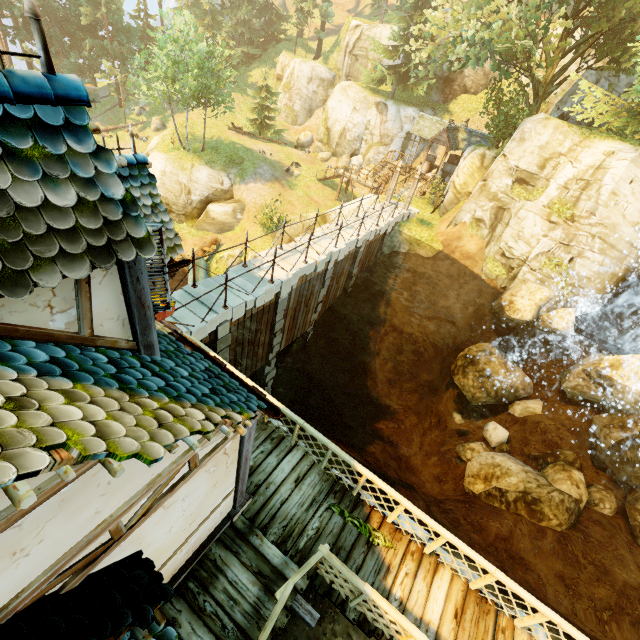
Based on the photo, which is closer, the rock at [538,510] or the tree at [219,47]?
the rock at [538,510]

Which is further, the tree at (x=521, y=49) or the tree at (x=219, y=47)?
the tree at (x=219, y=47)

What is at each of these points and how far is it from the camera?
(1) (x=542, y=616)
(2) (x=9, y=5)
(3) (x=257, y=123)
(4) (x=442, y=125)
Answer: (1) fence, 5.26m
(2) tree, 32.69m
(3) tree, 34.34m
(4) building, 28.53m

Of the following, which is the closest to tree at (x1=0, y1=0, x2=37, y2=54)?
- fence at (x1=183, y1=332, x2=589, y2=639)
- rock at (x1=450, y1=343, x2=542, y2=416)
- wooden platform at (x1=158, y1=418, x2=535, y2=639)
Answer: fence at (x1=183, y1=332, x2=589, y2=639)

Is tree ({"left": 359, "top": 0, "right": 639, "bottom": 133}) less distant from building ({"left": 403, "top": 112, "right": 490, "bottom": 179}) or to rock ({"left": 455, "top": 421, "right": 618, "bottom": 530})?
building ({"left": 403, "top": 112, "right": 490, "bottom": 179})

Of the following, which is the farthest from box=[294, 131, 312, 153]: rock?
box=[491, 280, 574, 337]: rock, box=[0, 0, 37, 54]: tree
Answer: box=[491, 280, 574, 337]: rock

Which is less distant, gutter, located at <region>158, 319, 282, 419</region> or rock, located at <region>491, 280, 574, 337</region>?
gutter, located at <region>158, 319, 282, 419</region>

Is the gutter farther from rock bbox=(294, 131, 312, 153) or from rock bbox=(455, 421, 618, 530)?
rock bbox=(294, 131, 312, 153)
